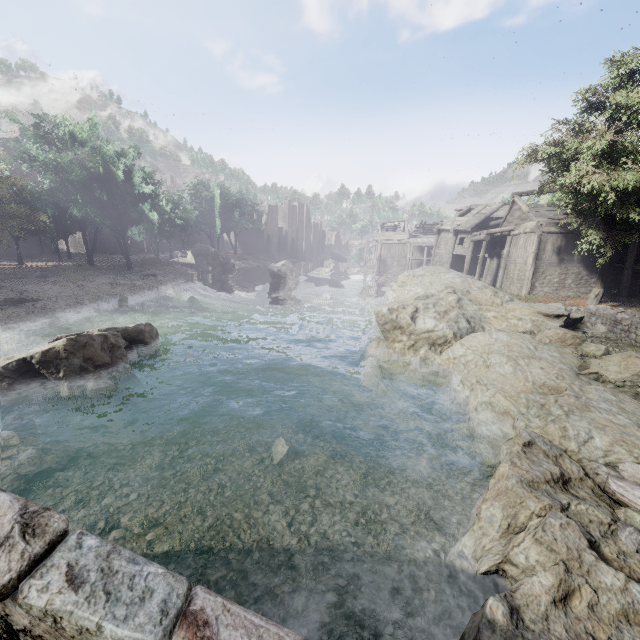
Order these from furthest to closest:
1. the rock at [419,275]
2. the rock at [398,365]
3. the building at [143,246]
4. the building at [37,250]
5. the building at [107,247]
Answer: the building at [143,246]
the building at [107,247]
the building at [37,250]
the rock at [419,275]
the rock at [398,365]

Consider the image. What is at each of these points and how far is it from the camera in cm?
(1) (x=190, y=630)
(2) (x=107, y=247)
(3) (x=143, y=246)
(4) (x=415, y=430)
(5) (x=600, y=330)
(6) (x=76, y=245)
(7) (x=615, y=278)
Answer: (1) bridge, 152
(2) building, 4788
(3) building, 5391
(4) rubble, 1128
(5) rubble, 1355
(6) building, 4625
(7) building, 2356

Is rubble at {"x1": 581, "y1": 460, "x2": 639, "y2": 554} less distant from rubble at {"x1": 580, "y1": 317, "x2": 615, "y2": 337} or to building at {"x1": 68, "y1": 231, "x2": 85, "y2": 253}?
rubble at {"x1": 580, "y1": 317, "x2": 615, "y2": 337}

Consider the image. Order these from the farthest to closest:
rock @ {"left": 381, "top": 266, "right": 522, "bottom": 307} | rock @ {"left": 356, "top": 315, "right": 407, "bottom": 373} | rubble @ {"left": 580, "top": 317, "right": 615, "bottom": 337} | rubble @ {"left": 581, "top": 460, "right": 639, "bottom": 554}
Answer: rock @ {"left": 381, "top": 266, "right": 522, "bottom": 307} → rock @ {"left": 356, "top": 315, "right": 407, "bottom": 373} → rubble @ {"left": 580, "top": 317, "right": 615, "bottom": 337} → rubble @ {"left": 581, "top": 460, "right": 639, "bottom": 554}

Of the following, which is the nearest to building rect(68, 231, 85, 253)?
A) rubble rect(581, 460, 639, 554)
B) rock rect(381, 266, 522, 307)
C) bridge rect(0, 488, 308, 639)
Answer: rock rect(381, 266, 522, 307)

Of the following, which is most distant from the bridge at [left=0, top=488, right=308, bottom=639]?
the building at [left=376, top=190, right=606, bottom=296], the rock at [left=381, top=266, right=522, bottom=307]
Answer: the rock at [left=381, top=266, right=522, bottom=307]

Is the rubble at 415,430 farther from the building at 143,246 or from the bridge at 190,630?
the building at 143,246

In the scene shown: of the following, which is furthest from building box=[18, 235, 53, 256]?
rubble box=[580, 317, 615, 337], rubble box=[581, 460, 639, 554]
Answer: rubble box=[581, 460, 639, 554]
